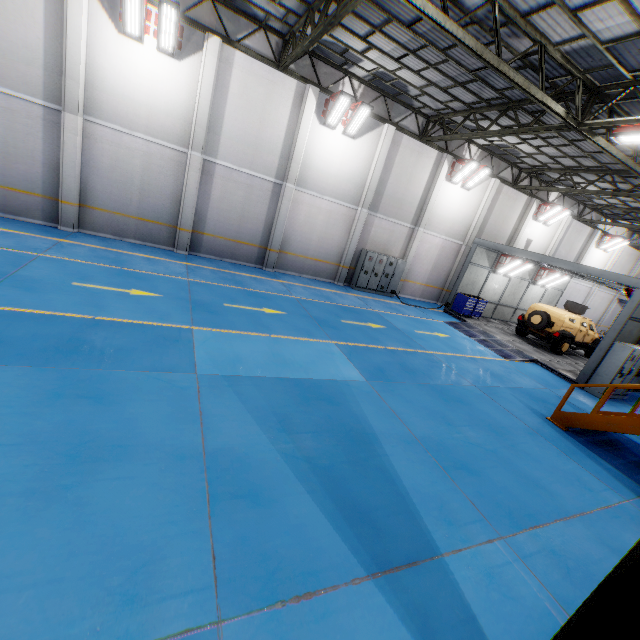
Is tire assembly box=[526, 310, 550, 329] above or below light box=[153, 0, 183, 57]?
below

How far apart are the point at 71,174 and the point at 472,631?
15.8 meters

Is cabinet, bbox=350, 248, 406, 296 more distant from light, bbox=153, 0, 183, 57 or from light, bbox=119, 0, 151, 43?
light, bbox=119, 0, 151, 43

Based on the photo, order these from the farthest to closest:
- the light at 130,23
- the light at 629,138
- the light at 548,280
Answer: the light at 548,280, the light at 130,23, the light at 629,138

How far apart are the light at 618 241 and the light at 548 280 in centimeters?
846cm

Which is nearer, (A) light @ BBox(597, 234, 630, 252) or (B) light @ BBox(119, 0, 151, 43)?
(B) light @ BBox(119, 0, 151, 43)

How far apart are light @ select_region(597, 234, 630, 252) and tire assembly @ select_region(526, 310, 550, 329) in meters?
14.1 m

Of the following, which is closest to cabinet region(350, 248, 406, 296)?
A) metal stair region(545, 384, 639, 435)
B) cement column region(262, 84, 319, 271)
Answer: cement column region(262, 84, 319, 271)
